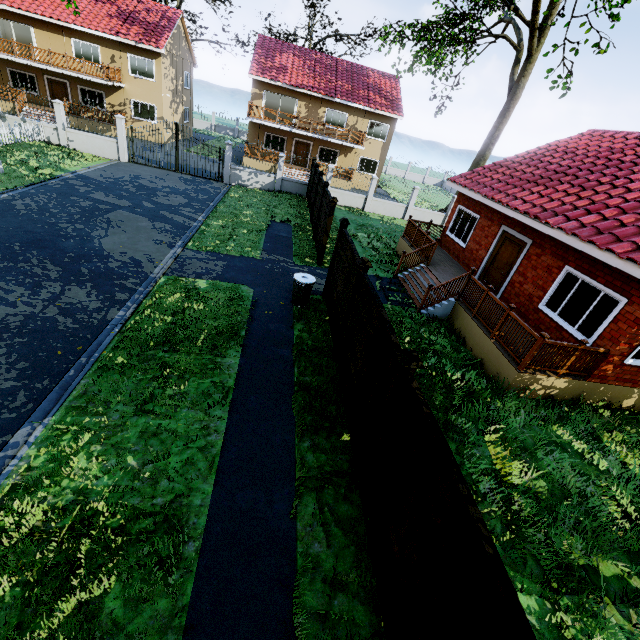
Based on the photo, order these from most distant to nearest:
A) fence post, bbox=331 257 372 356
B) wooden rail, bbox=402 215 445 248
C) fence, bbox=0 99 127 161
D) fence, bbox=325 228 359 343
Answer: fence, bbox=0 99 127 161 → wooden rail, bbox=402 215 445 248 → fence, bbox=325 228 359 343 → fence post, bbox=331 257 372 356

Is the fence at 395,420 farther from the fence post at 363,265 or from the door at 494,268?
the door at 494,268

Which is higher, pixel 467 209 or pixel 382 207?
pixel 467 209

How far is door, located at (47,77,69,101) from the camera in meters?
25.8 m

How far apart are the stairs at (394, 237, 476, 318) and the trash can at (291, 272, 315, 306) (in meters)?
3.72

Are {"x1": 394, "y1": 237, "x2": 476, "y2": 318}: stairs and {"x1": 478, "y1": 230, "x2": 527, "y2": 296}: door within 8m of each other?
yes

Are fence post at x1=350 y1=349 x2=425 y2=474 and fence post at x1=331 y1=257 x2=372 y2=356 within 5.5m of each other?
yes

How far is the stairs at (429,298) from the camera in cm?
1040
